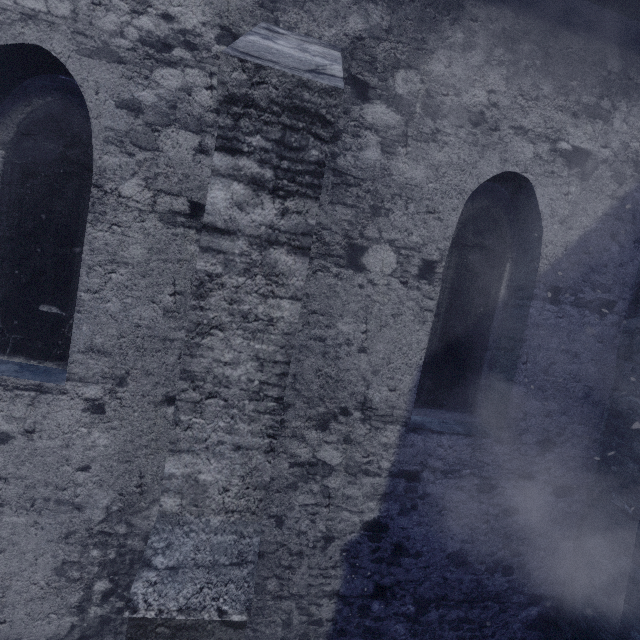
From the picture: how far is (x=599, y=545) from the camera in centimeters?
342cm
